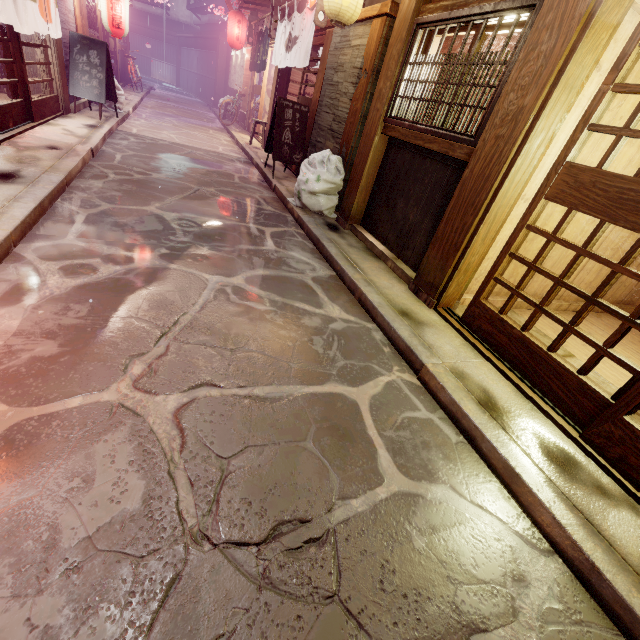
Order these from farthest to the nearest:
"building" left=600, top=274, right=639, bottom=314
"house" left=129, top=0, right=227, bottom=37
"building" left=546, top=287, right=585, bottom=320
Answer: "house" left=129, top=0, right=227, bottom=37 < "building" left=600, top=274, right=639, bottom=314 < "building" left=546, top=287, right=585, bottom=320

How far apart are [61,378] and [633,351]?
11.3m

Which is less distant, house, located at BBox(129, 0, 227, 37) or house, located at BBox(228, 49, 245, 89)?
house, located at BBox(228, 49, 245, 89)

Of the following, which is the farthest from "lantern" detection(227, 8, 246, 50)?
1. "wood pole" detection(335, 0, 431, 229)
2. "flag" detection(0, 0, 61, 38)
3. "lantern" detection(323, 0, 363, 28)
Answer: "wood pole" detection(335, 0, 431, 229)

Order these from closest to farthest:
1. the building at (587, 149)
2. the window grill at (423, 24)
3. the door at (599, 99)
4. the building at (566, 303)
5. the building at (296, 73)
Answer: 1. the door at (599, 99)
2. the window grill at (423, 24)
3. the building at (587, 149)
4. the building at (566, 303)
5. the building at (296, 73)

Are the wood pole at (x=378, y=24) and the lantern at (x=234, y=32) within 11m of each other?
no

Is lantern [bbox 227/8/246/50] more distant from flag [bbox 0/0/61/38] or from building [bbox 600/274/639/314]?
building [bbox 600/274/639/314]

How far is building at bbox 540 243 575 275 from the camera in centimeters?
743cm
